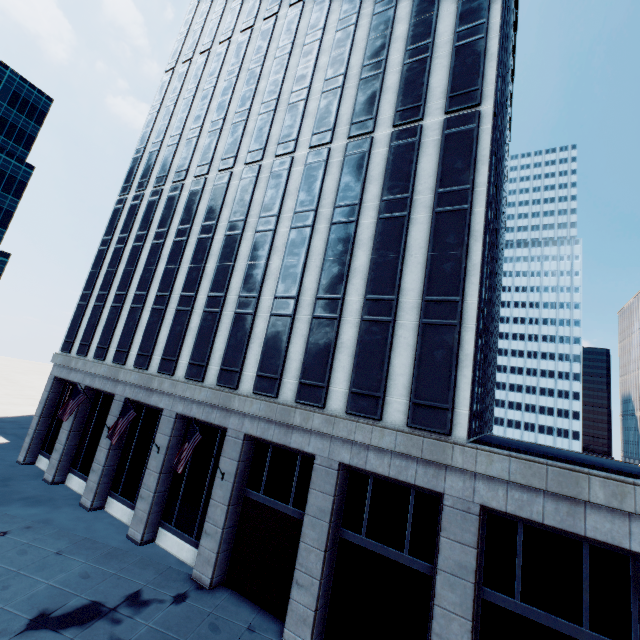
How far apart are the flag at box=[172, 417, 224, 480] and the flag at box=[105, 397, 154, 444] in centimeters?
554cm

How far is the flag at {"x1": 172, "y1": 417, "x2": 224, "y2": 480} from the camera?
Result: 15.48m

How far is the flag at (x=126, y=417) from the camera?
18.38m

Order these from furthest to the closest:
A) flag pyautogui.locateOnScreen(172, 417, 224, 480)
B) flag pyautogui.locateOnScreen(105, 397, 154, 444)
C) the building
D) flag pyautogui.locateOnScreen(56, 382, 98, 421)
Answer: flag pyautogui.locateOnScreen(56, 382, 98, 421)
flag pyautogui.locateOnScreen(105, 397, 154, 444)
flag pyautogui.locateOnScreen(172, 417, 224, 480)
the building

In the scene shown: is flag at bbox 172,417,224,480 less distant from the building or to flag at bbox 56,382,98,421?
the building

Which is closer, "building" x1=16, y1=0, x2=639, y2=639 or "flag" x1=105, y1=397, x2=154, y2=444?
"building" x1=16, y1=0, x2=639, y2=639

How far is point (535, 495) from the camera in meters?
11.5

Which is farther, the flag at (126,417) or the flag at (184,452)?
the flag at (126,417)
